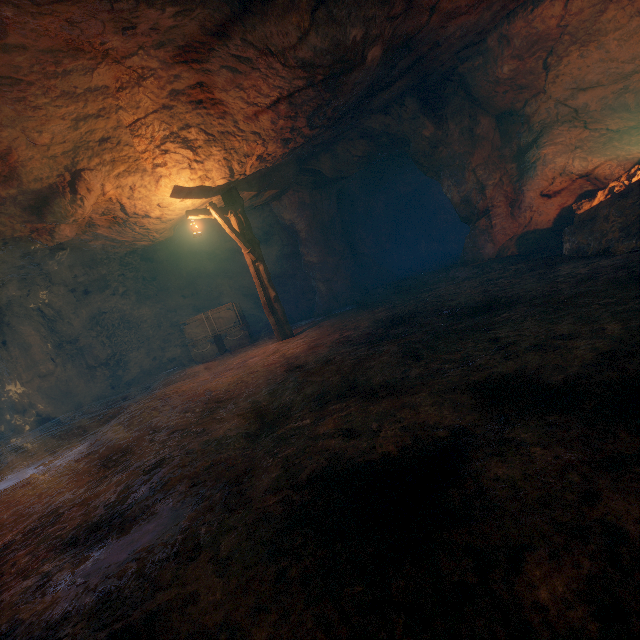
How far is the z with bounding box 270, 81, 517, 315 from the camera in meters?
9.0

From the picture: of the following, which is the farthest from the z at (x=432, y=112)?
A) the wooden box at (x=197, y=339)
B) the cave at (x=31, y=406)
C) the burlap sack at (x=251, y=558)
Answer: the cave at (x=31, y=406)

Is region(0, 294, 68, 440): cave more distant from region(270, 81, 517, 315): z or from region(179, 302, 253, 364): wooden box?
region(270, 81, 517, 315): z

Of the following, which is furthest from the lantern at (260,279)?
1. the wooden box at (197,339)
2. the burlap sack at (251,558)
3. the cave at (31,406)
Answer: the cave at (31,406)

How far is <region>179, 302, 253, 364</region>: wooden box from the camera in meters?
11.9 m

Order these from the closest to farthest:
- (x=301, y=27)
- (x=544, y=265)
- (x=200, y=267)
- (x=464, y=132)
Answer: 1. (x=301, y=27)
2. (x=544, y=265)
3. (x=464, y=132)
4. (x=200, y=267)

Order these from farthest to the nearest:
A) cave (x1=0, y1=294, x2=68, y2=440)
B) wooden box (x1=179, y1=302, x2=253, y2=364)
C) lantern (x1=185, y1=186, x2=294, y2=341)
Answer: wooden box (x1=179, y1=302, x2=253, y2=364) → cave (x1=0, y1=294, x2=68, y2=440) → lantern (x1=185, y1=186, x2=294, y2=341)

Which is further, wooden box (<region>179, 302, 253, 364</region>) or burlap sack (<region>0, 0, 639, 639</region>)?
wooden box (<region>179, 302, 253, 364</region>)
